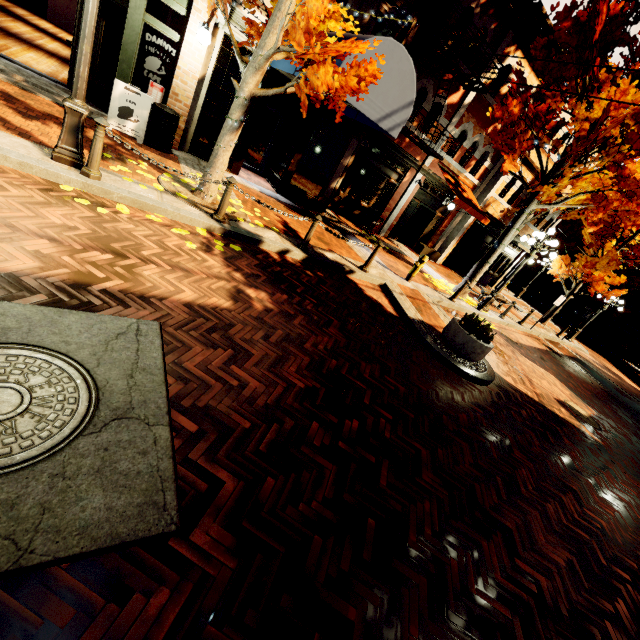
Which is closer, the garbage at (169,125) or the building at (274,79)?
the garbage at (169,125)

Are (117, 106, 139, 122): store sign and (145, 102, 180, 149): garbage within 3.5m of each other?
yes

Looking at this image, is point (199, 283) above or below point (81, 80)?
below

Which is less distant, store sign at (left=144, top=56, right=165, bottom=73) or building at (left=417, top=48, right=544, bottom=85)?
store sign at (left=144, top=56, right=165, bottom=73)

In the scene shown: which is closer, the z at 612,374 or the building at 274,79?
the building at 274,79

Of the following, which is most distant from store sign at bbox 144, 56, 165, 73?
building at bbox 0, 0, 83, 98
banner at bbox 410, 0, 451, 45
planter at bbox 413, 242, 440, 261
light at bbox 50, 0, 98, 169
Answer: planter at bbox 413, 242, 440, 261

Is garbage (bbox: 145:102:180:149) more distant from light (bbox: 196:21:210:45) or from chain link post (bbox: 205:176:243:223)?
chain link post (bbox: 205:176:243:223)

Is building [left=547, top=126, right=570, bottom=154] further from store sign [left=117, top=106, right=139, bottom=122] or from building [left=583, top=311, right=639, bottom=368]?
building [left=583, top=311, right=639, bottom=368]
